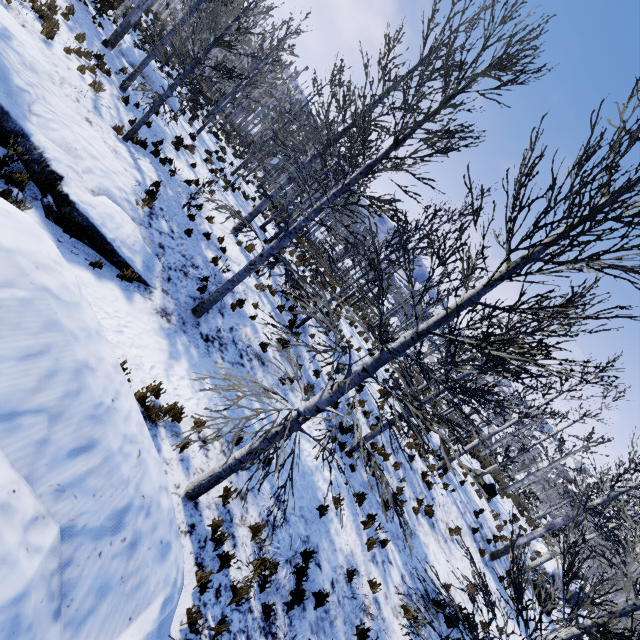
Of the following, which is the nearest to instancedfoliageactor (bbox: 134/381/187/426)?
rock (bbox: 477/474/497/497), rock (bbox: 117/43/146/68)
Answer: rock (bbox: 477/474/497/497)

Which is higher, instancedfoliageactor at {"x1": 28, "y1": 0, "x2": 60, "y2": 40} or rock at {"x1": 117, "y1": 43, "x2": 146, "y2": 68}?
rock at {"x1": 117, "y1": 43, "x2": 146, "y2": 68}

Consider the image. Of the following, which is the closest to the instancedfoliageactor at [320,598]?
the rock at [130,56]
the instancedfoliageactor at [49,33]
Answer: the instancedfoliageactor at [49,33]

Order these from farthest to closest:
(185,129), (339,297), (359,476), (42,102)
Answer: (339,297)
(185,129)
(359,476)
(42,102)

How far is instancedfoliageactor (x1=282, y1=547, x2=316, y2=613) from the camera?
6.0 meters

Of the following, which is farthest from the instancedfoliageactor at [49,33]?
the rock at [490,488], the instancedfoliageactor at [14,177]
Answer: the instancedfoliageactor at [14,177]

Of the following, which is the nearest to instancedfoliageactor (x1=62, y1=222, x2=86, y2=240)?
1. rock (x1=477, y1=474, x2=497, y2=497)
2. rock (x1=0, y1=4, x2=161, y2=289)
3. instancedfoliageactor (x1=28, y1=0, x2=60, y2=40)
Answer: rock (x1=0, y1=4, x2=161, y2=289)
